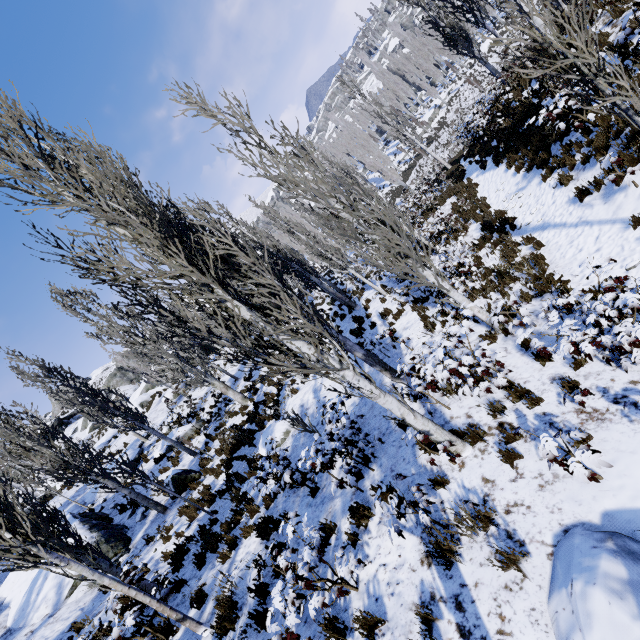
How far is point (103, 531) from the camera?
11.62m

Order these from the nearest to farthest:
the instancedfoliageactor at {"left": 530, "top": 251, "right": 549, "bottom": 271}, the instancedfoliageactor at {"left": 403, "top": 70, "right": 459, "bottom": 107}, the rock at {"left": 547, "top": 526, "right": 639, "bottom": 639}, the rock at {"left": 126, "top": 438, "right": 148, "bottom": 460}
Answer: the rock at {"left": 547, "top": 526, "right": 639, "bottom": 639}
the instancedfoliageactor at {"left": 530, "top": 251, "right": 549, "bottom": 271}
the rock at {"left": 126, "top": 438, "right": 148, "bottom": 460}
the instancedfoliageactor at {"left": 403, "top": 70, "right": 459, "bottom": 107}

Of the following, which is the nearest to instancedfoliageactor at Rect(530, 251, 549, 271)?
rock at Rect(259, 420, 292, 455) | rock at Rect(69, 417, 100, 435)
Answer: rock at Rect(259, 420, 292, 455)

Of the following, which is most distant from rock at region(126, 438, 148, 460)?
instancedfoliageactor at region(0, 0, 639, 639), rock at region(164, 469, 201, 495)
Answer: rock at region(164, 469, 201, 495)

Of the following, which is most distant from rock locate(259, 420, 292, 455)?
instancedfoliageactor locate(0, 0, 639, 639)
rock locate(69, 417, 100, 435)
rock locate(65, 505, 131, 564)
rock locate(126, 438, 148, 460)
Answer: rock locate(69, 417, 100, 435)

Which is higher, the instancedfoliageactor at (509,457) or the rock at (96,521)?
the rock at (96,521)

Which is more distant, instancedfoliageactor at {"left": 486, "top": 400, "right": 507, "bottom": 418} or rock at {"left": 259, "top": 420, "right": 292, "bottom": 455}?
rock at {"left": 259, "top": 420, "right": 292, "bottom": 455}

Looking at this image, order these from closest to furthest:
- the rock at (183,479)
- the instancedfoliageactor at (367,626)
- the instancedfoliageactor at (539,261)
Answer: the instancedfoliageactor at (367,626), the instancedfoliageactor at (539,261), the rock at (183,479)
